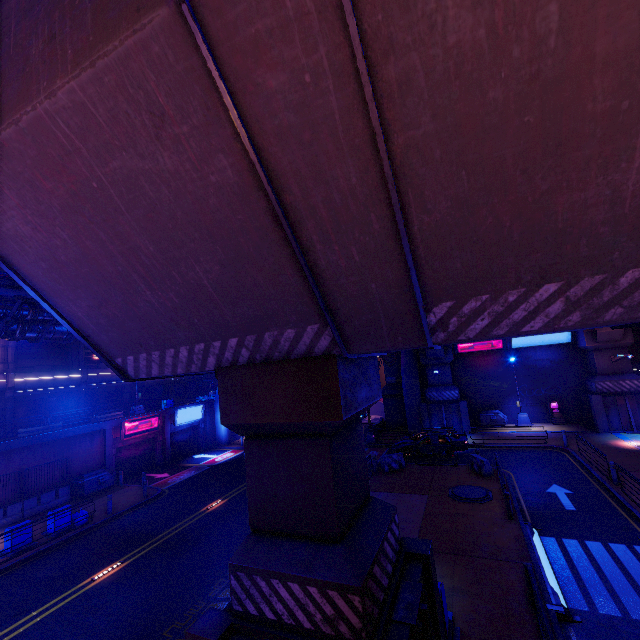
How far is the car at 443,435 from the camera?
22.0 meters

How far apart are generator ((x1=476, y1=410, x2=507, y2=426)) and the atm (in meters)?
3.32

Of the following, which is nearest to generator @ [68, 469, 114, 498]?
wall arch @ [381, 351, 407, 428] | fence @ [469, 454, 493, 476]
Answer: wall arch @ [381, 351, 407, 428]

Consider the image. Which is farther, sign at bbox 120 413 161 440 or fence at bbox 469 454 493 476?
sign at bbox 120 413 161 440

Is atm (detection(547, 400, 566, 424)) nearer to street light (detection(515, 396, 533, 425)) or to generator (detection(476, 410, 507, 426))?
street light (detection(515, 396, 533, 425))

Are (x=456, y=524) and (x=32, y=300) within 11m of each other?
no

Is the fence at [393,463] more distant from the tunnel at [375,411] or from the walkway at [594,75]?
the tunnel at [375,411]

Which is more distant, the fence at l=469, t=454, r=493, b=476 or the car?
the car
